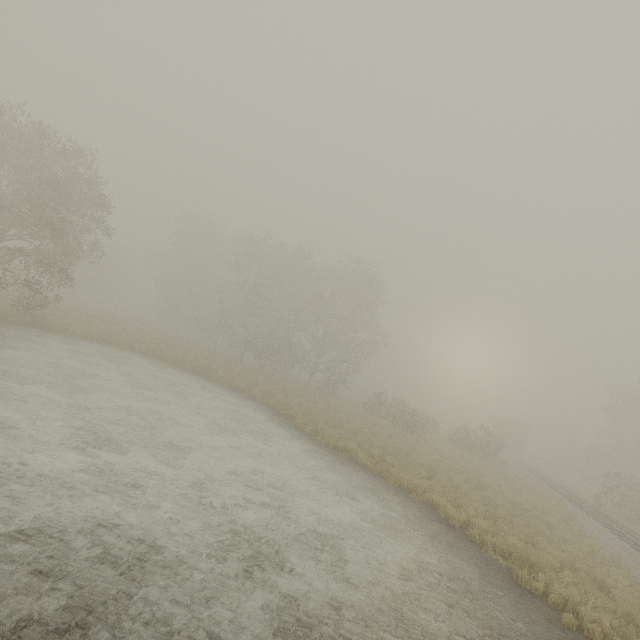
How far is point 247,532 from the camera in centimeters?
675cm

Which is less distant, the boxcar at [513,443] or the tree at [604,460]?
the tree at [604,460]

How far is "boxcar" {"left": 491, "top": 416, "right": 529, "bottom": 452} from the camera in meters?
47.8 m

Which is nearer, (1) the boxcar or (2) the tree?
(2) the tree

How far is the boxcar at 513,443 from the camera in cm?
4781
